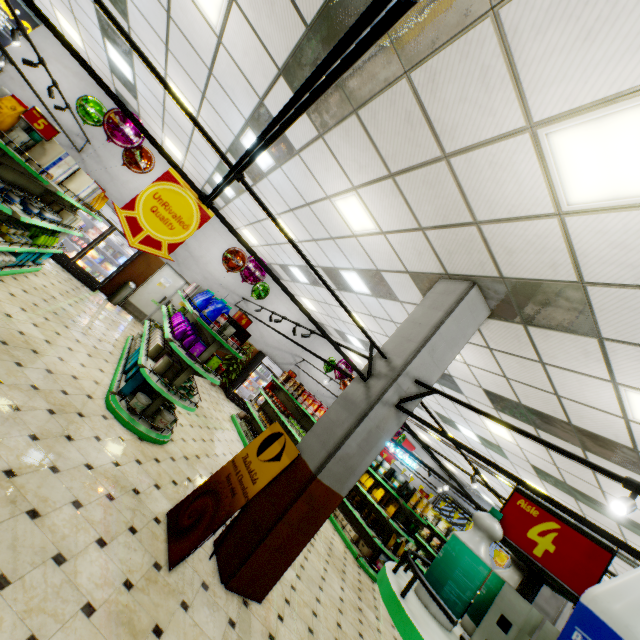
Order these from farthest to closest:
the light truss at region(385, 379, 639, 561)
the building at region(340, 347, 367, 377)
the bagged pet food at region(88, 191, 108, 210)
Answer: the bagged pet food at region(88, 191, 108, 210), the building at region(340, 347, 367, 377), the light truss at region(385, 379, 639, 561)

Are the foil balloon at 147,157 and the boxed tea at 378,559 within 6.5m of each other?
no

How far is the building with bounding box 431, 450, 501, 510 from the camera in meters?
17.3 m

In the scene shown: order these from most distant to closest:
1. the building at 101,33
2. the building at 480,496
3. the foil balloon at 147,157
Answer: the building at 480,496 < the building at 101,33 < the foil balloon at 147,157

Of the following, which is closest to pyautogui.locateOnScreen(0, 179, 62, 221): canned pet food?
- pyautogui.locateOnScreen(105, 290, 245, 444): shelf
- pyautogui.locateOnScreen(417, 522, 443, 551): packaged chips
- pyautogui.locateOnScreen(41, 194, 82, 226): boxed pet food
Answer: pyautogui.locateOnScreen(41, 194, 82, 226): boxed pet food

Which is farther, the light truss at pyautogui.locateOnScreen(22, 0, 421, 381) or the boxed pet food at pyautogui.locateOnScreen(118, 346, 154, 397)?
the boxed pet food at pyautogui.locateOnScreen(118, 346, 154, 397)

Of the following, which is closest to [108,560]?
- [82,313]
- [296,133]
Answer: [296,133]

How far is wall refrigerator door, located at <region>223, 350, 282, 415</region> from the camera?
13.08m
